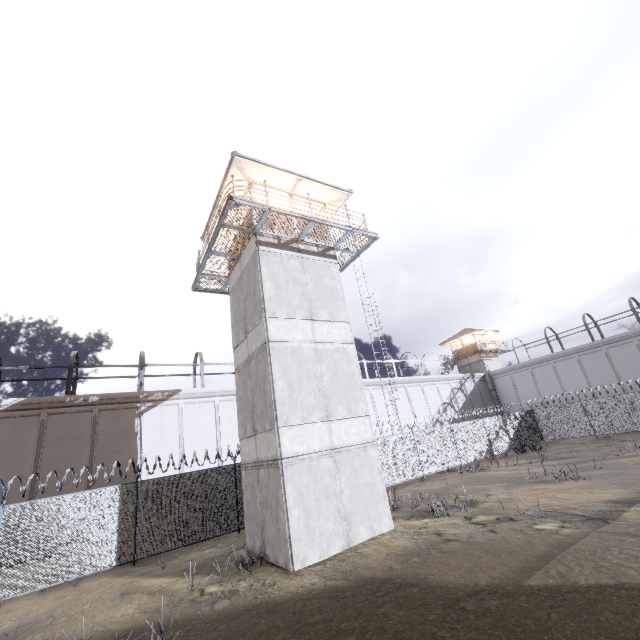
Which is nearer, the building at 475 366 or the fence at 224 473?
the fence at 224 473

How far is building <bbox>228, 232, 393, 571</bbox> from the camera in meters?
10.2

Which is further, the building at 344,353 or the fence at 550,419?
the fence at 550,419

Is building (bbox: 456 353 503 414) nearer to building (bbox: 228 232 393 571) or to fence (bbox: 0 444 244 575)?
fence (bbox: 0 444 244 575)

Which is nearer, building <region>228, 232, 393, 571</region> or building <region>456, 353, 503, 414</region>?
building <region>228, 232, 393, 571</region>

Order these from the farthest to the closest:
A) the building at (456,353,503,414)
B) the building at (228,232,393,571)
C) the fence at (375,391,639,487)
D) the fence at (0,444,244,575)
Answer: the building at (456,353,503,414)
the fence at (375,391,639,487)
the fence at (0,444,244,575)
the building at (228,232,393,571)

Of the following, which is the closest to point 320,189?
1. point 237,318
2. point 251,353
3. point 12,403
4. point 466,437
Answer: point 237,318
